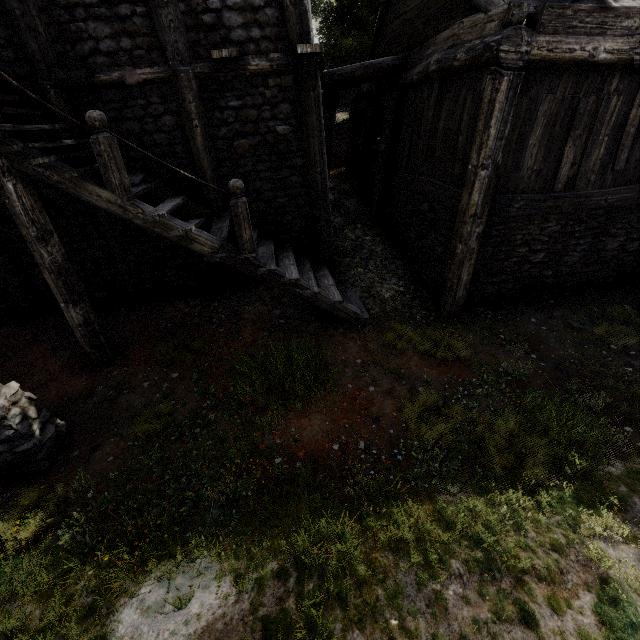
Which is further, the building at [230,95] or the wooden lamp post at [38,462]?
the building at [230,95]

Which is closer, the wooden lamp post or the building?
the wooden lamp post

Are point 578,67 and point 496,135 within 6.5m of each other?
yes
